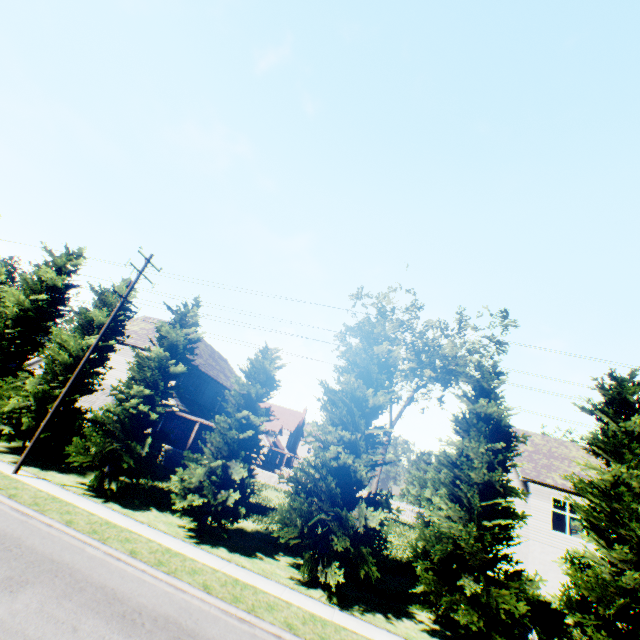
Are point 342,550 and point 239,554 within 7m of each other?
yes

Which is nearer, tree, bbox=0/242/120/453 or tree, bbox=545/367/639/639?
tree, bbox=545/367/639/639

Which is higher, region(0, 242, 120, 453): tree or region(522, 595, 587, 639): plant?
region(0, 242, 120, 453): tree

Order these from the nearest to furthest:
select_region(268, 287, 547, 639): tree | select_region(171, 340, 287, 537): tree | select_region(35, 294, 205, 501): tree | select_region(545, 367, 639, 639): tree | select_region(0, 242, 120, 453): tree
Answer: select_region(545, 367, 639, 639): tree, select_region(268, 287, 547, 639): tree, select_region(171, 340, 287, 537): tree, select_region(35, 294, 205, 501): tree, select_region(0, 242, 120, 453): tree

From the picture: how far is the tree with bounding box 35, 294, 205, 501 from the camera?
15.1 meters

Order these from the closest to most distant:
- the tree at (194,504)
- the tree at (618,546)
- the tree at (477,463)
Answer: the tree at (618,546)
the tree at (477,463)
the tree at (194,504)

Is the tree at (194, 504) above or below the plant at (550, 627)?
above
